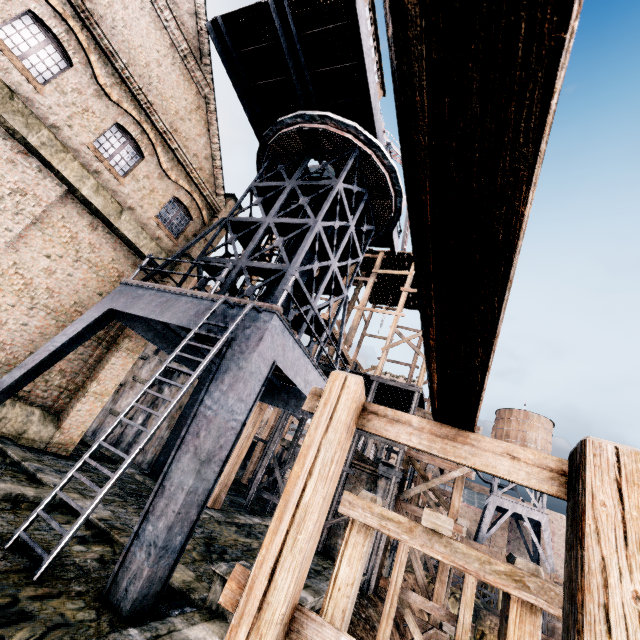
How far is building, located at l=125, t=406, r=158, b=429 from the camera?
20.7 meters

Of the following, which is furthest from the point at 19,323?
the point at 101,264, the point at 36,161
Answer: the point at 36,161

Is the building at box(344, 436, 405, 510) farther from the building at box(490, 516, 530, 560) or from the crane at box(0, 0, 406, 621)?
the building at box(490, 516, 530, 560)

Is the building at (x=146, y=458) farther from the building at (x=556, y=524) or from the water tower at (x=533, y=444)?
the building at (x=556, y=524)

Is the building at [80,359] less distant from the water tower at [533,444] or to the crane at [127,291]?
the crane at [127,291]

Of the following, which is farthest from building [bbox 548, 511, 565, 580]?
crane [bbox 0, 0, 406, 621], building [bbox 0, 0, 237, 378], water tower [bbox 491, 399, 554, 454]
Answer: crane [bbox 0, 0, 406, 621]
